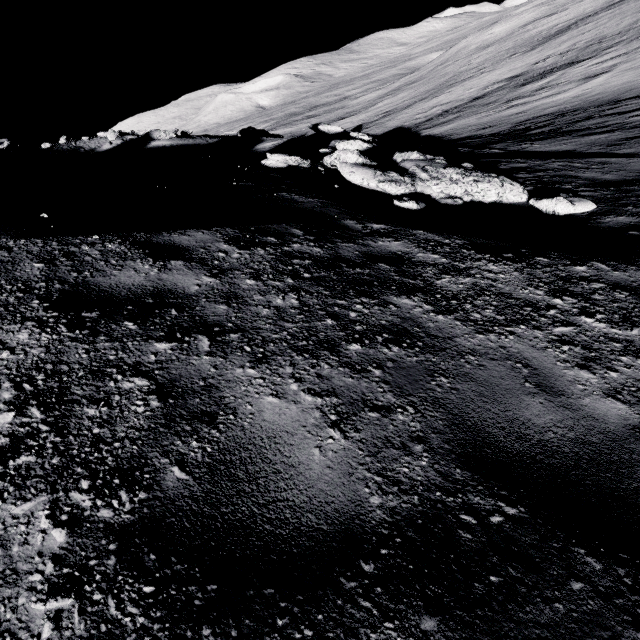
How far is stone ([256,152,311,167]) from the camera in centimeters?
763cm

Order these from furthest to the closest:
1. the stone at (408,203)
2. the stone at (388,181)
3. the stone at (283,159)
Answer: the stone at (283,159), the stone at (388,181), the stone at (408,203)

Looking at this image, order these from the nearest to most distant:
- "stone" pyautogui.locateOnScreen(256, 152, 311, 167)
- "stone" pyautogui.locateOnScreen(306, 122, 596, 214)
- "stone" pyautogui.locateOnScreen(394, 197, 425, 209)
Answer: "stone" pyautogui.locateOnScreen(394, 197, 425, 209) < "stone" pyautogui.locateOnScreen(306, 122, 596, 214) < "stone" pyautogui.locateOnScreen(256, 152, 311, 167)

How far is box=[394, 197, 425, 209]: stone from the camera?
5.6m

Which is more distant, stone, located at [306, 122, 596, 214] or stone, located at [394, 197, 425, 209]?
stone, located at [306, 122, 596, 214]

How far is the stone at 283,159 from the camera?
7.63m

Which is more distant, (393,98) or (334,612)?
(393,98)
